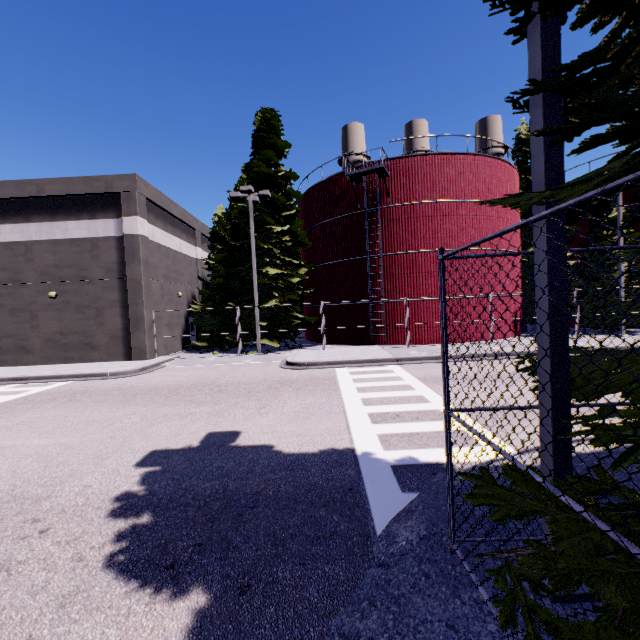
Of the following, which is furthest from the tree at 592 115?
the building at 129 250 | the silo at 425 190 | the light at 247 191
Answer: the light at 247 191

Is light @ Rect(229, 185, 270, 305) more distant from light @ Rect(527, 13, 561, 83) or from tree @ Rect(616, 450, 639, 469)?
light @ Rect(527, 13, 561, 83)

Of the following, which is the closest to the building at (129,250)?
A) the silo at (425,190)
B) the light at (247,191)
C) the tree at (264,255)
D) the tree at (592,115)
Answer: the silo at (425,190)

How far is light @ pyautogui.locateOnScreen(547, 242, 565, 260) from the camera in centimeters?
281cm

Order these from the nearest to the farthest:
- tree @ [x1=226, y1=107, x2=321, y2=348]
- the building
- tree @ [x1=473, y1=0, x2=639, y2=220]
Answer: tree @ [x1=473, y1=0, x2=639, y2=220] < the building < tree @ [x1=226, y1=107, x2=321, y2=348]

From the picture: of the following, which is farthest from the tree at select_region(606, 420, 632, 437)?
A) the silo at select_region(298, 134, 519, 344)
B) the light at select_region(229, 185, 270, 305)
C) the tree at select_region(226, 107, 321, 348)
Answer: the tree at select_region(226, 107, 321, 348)

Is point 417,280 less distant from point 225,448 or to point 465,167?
point 465,167
